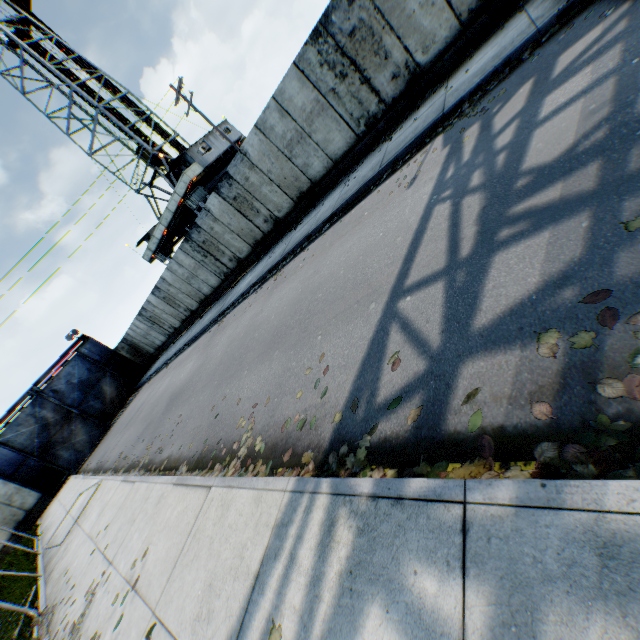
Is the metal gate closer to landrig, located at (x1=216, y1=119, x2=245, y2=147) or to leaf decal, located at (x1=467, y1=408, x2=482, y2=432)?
landrig, located at (x1=216, y1=119, x2=245, y2=147)

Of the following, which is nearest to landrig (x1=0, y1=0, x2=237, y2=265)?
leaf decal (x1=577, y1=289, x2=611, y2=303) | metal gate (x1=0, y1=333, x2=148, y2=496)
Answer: metal gate (x1=0, y1=333, x2=148, y2=496)

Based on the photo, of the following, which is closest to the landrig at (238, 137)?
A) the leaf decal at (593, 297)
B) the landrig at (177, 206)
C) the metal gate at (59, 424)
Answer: the landrig at (177, 206)

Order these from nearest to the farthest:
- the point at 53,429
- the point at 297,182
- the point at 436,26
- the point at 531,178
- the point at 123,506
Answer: the point at 531,178 → the point at 123,506 → the point at 436,26 → the point at 297,182 → the point at 53,429

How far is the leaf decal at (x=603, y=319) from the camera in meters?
2.0 m

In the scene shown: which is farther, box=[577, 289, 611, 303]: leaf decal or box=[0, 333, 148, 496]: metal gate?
box=[0, 333, 148, 496]: metal gate

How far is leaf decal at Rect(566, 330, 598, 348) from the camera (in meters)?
2.01

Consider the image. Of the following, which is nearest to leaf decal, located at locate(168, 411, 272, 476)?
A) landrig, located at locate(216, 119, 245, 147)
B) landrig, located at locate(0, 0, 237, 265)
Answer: landrig, located at locate(216, 119, 245, 147)
